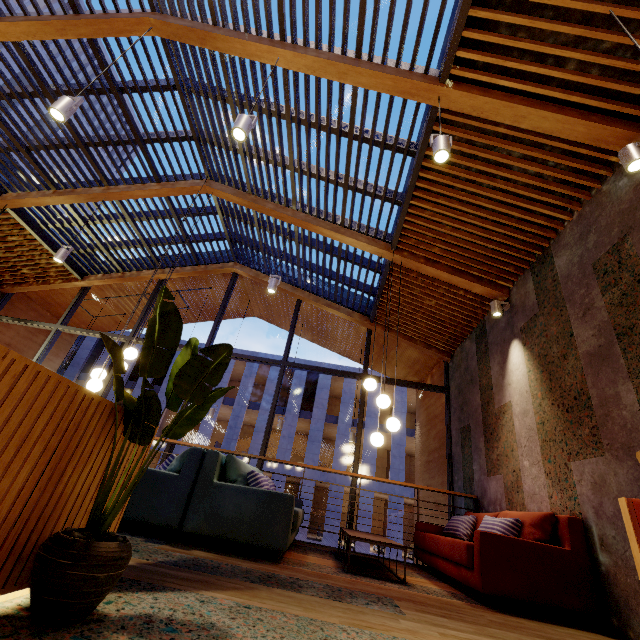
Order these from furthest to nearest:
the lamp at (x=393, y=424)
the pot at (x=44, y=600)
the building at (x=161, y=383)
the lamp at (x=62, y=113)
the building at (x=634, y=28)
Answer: the building at (x=161, y=383), the lamp at (x=393, y=424), the lamp at (x=62, y=113), the building at (x=634, y=28), the pot at (x=44, y=600)

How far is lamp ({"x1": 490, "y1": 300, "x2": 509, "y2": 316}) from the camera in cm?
529

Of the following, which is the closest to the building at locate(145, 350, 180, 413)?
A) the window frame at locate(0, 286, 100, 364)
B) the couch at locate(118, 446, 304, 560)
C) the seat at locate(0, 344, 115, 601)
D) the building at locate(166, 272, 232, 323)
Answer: the building at locate(166, 272, 232, 323)

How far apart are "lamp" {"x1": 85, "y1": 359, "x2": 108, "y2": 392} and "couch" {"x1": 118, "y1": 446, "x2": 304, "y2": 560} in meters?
→ 1.3 m

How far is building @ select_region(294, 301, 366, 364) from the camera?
9.3 meters

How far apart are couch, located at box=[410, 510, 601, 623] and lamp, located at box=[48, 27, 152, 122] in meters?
6.0

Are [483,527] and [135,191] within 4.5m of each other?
no

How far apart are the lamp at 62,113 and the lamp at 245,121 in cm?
177
